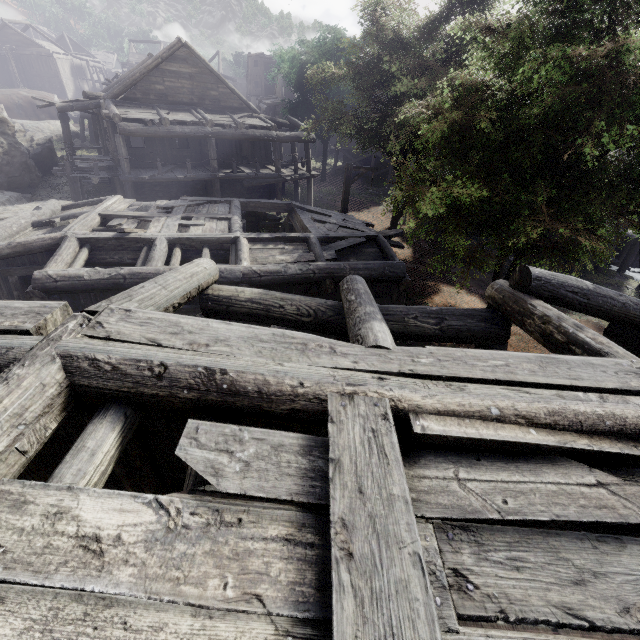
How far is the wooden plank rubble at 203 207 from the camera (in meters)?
11.31

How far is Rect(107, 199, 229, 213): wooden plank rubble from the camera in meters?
11.3 m

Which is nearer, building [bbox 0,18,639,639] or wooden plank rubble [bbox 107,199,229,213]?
building [bbox 0,18,639,639]

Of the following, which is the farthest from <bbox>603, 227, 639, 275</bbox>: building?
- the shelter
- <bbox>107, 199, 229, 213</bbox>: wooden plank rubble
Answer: the shelter

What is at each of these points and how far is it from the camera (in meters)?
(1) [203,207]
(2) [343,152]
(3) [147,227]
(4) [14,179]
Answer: (1) wooden plank rubble, 12.43
(2) building, 34.59
(3) wooden plank rubble, 9.97
(4) rock, 19.39

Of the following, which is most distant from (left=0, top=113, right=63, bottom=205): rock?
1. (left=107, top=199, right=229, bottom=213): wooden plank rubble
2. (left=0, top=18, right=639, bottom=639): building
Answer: (left=107, top=199, right=229, bottom=213): wooden plank rubble

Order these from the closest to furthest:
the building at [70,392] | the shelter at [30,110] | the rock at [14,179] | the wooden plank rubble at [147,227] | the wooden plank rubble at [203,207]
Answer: the building at [70,392]
the wooden plank rubble at [147,227]
the wooden plank rubble at [203,207]
the rock at [14,179]
the shelter at [30,110]

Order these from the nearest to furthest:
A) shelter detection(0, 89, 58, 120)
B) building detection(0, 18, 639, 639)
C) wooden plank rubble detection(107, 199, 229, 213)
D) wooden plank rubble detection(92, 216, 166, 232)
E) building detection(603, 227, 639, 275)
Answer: building detection(0, 18, 639, 639) → wooden plank rubble detection(92, 216, 166, 232) → wooden plank rubble detection(107, 199, 229, 213) → building detection(603, 227, 639, 275) → shelter detection(0, 89, 58, 120)
